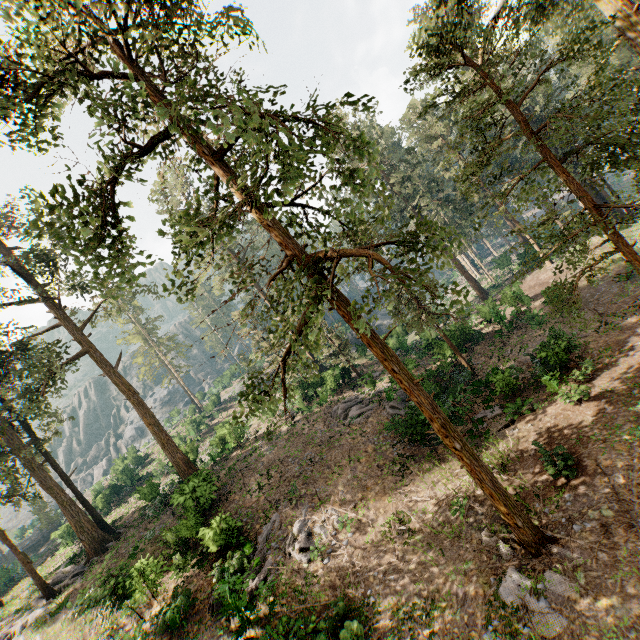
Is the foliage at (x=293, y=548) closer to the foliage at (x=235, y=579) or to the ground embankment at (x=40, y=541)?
the foliage at (x=235, y=579)

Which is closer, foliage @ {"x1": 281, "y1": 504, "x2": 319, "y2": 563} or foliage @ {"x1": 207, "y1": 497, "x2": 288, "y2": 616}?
foliage @ {"x1": 207, "y1": 497, "x2": 288, "y2": 616}

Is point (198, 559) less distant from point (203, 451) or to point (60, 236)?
point (60, 236)

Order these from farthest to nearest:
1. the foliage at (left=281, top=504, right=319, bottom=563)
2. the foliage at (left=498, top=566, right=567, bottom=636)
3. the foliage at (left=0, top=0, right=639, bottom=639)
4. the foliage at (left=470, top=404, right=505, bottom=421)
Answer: the foliage at (left=470, top=404, right=505, bottom=421), the foliage at (left=281, top=504, right=319, bottom=563), the foliage at (left=498, top=566, right=567, bottom=636), the foliage at (left=0, top=0, right=639, bottom=639)

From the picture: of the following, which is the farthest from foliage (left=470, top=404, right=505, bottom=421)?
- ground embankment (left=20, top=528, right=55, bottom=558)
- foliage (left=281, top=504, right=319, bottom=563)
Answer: ground embankment (left=20, top=528, right=55, bottom=558)

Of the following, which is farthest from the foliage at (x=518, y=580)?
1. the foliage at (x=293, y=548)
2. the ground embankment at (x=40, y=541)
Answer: the ground embankment at (x=40, y=541)

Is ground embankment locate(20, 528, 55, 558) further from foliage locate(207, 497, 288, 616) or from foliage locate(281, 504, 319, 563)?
foliage locate(281, 504, 319, 563)
